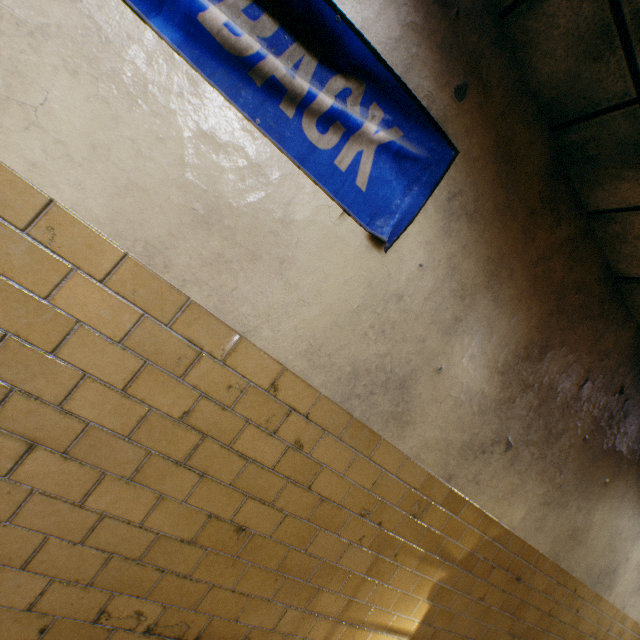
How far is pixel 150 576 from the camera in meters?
1.4 m
